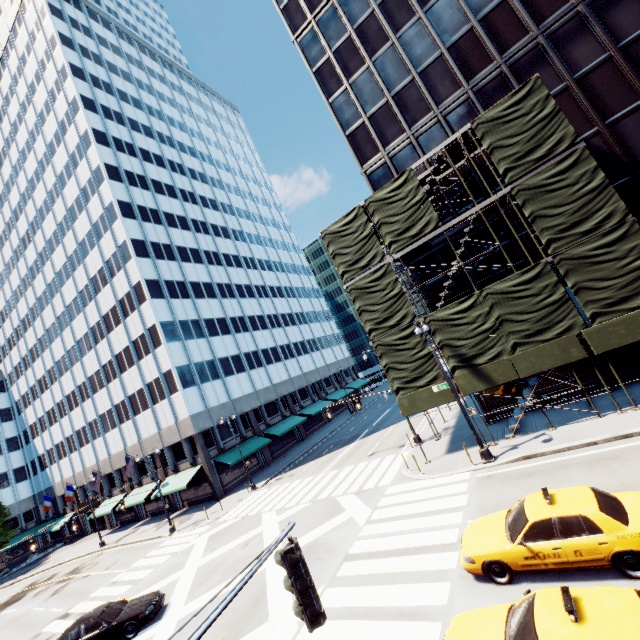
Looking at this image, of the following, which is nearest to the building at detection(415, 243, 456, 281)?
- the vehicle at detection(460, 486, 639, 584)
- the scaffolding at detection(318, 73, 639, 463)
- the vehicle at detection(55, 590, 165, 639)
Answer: the scaffolding at detection(318, 73, 639, 463)

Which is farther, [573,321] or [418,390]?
[418,390]

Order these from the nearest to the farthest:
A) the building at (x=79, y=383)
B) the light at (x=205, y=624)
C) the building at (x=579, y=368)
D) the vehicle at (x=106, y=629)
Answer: the light at (x=205, y=624), the vehicle at (x=106, y=629), the building at (x=579, y=368), the building at (x=79, y=383)

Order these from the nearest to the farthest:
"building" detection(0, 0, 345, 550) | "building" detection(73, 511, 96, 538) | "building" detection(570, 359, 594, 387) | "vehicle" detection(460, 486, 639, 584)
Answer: "vehicle" detection(460, 486, 639, 584) < "building" detection(570, 359, 594, 387) < "building" detection(0, 0, 345, 550) < "building" detection(73, 511, 96, 538)

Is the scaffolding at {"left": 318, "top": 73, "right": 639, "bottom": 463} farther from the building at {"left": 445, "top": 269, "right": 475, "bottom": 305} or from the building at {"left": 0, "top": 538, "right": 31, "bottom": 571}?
the building at {"left": 0, "top": 538, "right": 31, "bottom": 571}

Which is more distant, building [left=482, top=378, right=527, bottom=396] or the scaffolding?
building [left=482, top=378, right=527, bottom=396]

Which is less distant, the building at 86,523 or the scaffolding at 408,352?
the scaffolding at 408,352

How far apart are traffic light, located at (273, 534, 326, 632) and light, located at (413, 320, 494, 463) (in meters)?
14.06
